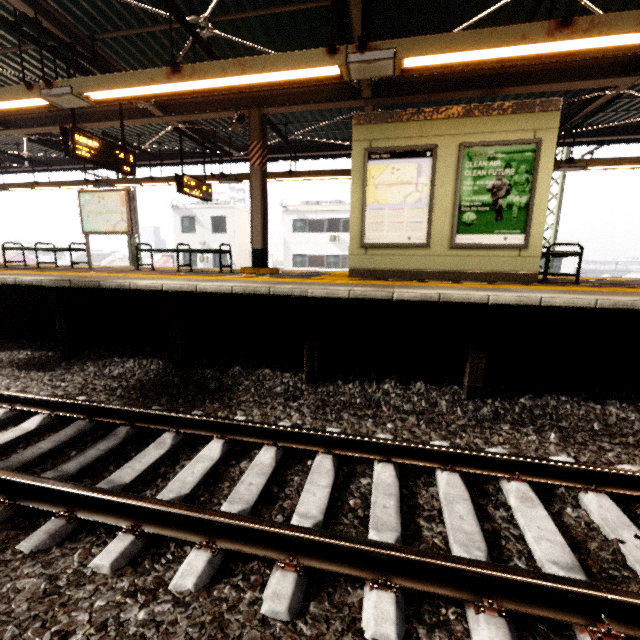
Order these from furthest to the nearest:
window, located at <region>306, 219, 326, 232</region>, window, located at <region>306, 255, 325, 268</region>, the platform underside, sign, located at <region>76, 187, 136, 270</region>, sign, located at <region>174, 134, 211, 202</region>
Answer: window, located at <region>306, 255, 325, 268</region> < window, located at <region>306, 219, 326, 232</region> < sign, located at <region>174, 134, 211, 202</region> < sign, located at <region>76, 187, 136, 270</region> < the platform underside

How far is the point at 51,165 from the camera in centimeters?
1230cm

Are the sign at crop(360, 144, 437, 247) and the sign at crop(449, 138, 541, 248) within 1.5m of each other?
yes

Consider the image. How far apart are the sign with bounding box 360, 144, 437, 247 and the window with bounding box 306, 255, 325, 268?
21.7m

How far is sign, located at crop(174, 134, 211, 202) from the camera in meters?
8.9 m

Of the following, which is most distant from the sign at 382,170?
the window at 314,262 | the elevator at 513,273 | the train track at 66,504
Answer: the window at 314,262

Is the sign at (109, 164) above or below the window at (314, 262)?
above

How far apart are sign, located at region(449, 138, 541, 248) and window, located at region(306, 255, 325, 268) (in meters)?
22.11
